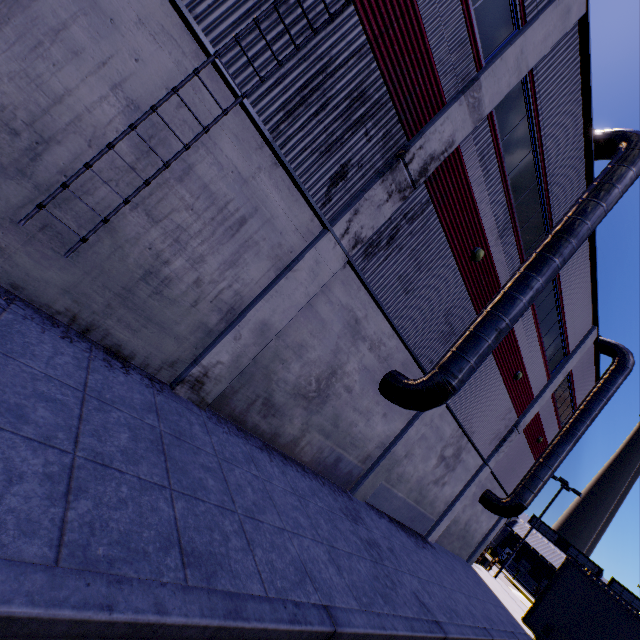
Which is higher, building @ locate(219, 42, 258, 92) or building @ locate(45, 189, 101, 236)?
building @ locate(219, 42, 258, 92)

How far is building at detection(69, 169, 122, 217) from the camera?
5.0 meters

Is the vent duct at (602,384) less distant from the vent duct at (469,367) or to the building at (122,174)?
the building at (122,174)

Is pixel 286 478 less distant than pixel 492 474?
Yes

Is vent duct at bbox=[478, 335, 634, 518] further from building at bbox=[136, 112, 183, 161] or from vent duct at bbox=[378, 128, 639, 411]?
vent duct at bbox=[378, 128, 639, 411]

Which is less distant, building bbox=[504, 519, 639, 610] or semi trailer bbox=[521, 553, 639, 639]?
semi trailer bbox=[521, 553, 639, 639]

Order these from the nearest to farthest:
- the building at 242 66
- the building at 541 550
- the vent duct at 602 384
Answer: the building at 242 66, the vent duct at 602 384, the building at 541 550

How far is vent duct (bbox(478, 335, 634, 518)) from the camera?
17.4 meters
